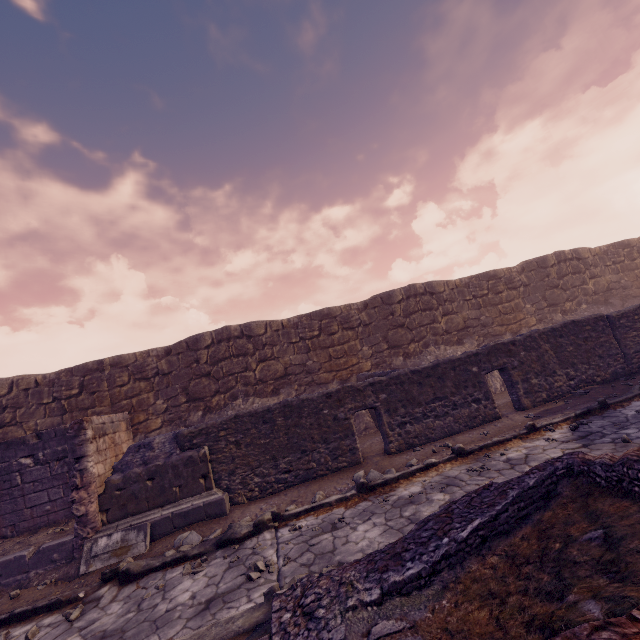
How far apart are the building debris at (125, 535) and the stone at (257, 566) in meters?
2.2 m

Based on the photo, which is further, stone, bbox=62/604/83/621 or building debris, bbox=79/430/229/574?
building debris, bbox=79/430/229/574

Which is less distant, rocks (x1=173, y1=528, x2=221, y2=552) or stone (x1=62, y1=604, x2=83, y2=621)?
stone (x1=62, y1=604, x2=83, y2=621)

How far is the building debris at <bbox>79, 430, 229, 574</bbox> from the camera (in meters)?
6.21

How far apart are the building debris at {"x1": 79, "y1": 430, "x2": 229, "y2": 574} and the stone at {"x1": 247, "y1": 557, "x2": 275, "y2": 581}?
2.2 meters

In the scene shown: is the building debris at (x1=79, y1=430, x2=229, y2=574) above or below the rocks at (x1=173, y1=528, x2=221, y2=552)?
above

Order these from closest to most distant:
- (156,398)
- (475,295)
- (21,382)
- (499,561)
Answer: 1. (499,561)
2. (21,382)
3. (156,398)
4. (475,295)

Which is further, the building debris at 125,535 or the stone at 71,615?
the building debris at 125,535
